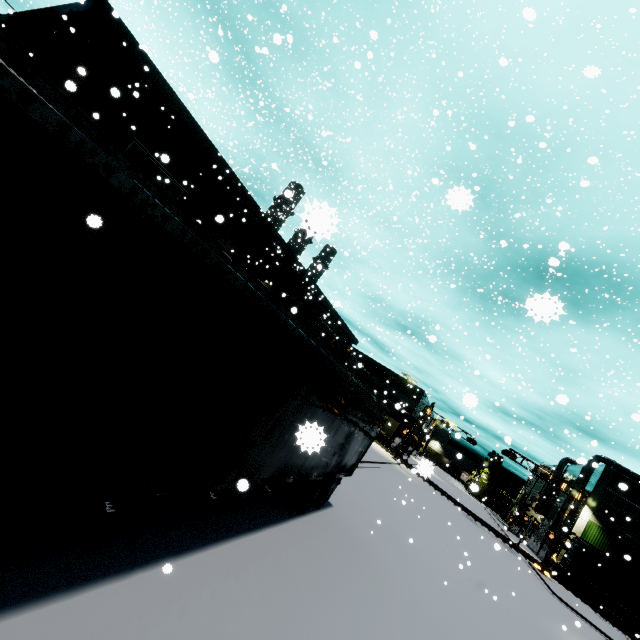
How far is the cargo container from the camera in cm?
4750

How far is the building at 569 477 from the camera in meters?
47.8

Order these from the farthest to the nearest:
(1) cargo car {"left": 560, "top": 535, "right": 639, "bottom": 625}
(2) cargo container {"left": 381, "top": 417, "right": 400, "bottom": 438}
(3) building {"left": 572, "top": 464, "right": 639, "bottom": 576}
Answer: (2) cargo container {"left": 381, "top": 417, "right": 400, "bottom": 438} < (3) building {"left": 572, "top": 464, "right": 639, "bottom": 576} < (1) cargo car {"left": 560, "top": 535, "right": 639, "bottom": 625}

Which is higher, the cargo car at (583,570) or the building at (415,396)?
the building at (415,396)

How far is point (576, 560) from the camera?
35.19m

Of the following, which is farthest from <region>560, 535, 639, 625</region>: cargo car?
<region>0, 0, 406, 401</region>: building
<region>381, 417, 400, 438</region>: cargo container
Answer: <region>0, 0, 406, 401</region>: building

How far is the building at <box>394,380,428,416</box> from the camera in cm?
5222

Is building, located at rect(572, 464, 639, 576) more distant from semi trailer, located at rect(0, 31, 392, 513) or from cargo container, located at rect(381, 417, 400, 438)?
cargo container, located at rect(381, 417, 400, 438)
